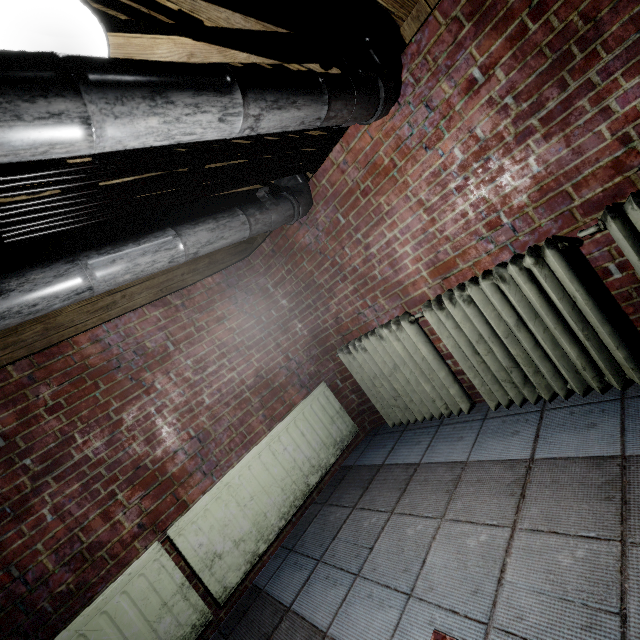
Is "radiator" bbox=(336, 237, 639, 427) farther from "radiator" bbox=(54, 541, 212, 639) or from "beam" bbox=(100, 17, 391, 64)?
"beam" bbox=(100, 17, 391, 64)

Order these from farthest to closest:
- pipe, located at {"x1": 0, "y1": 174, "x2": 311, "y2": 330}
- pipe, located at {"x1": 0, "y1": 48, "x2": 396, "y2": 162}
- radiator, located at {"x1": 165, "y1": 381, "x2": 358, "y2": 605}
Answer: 1. radiator, located at {"x1": 165, "y1": 381, "x2": 358, "y2": 605}
2. pipe, located at {"x1": 0, "y1": 174, "x2": 311, "y2": 330}
3. pipe, located at {"x1": 0, "y1": 48, "x2": 396, "y2": 162}

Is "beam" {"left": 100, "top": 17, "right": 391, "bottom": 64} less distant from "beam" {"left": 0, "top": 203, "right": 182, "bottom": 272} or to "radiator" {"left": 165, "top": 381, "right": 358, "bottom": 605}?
"beam" {"left": 0, "top": 203, "right": 182, "bottom": 272}

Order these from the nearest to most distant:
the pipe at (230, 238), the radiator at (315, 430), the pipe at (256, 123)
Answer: the pipe at (256, 123) → the pipe at (230, 238) → the radiator at (315, 430)

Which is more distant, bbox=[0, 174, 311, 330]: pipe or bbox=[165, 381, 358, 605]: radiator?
bbox=[165, 381, 358, 605]: radiator

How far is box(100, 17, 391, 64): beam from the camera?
1.1 meters

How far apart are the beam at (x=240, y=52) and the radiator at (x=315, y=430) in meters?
1.9 m

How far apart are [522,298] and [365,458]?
1.71m
